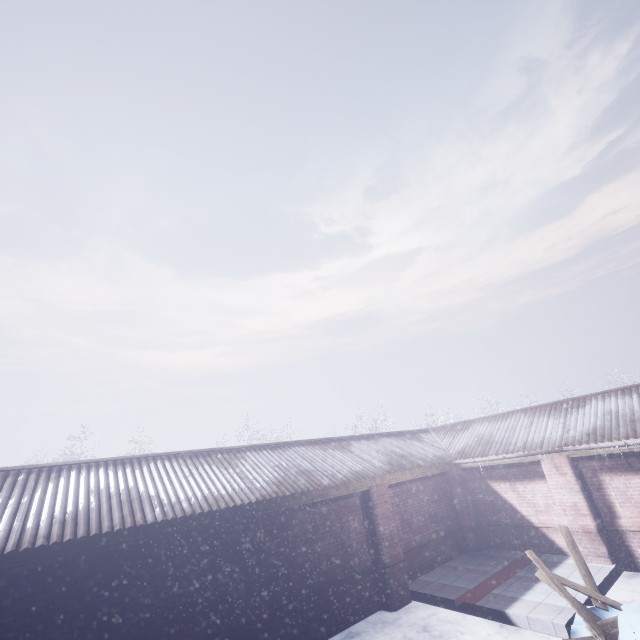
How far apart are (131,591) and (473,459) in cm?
800
